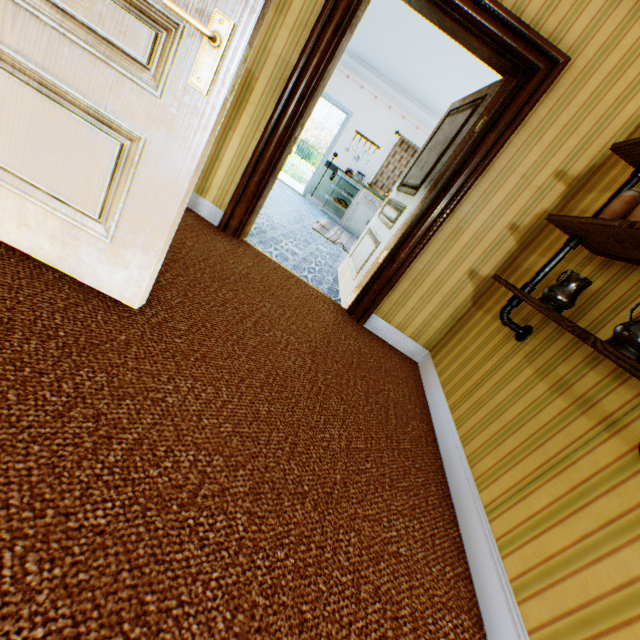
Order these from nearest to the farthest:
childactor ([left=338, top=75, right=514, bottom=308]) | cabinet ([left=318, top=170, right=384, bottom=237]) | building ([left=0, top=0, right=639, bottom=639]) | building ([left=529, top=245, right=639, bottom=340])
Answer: building ([left=0, top=0, right=639, bottom=639]), building ([left=529, top=245, right=639, bottom=340]), childactor ([left=338, top=75, right=514, bottom=308]), cabinet ([left=318, top=170, right=384, bottom=237])

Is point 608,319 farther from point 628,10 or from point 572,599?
point 628,10

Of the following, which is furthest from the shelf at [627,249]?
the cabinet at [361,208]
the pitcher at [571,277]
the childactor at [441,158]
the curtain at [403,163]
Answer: the curtain at [403,163]

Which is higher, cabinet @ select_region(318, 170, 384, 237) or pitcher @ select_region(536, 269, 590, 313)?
pitcher @ select_region(536, 269, 590, 313)

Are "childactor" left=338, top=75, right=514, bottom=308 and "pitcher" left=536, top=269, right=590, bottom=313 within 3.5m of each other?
yes

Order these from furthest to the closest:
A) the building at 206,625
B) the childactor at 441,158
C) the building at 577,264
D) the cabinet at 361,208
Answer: the cabinet at 361,208, the childactor at 441,158, the building at 577,264, the building at 206,625

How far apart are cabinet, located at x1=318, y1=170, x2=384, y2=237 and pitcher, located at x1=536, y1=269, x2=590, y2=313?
6.4m

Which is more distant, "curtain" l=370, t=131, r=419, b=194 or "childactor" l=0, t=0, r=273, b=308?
"curtain" l=370, t=131, r=419, b=194
